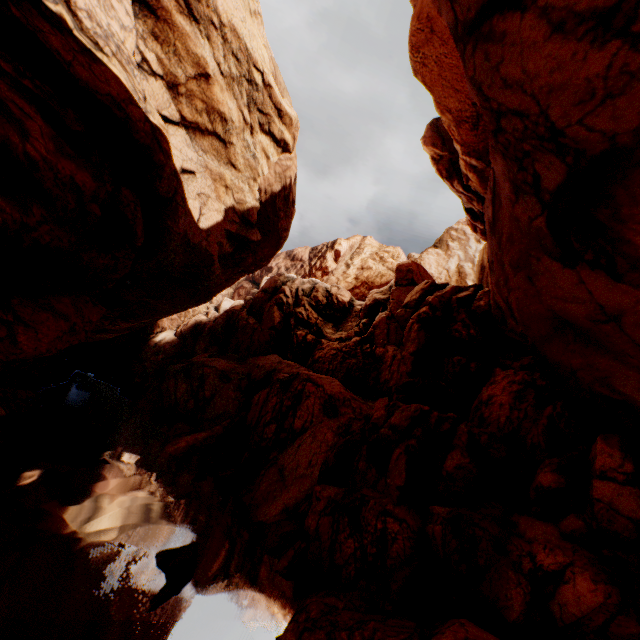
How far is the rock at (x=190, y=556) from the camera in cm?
997

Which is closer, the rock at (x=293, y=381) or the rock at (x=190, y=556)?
the rock at (x=293, y=381)

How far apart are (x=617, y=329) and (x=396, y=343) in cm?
1971

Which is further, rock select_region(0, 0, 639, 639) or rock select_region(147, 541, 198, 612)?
rock select_region(147, 541, 198, 612)

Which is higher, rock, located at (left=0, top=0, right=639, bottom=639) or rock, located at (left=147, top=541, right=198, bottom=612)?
rock, located at (left=0, top=0, right=639, bottom=639)

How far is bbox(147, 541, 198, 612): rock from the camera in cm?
997
